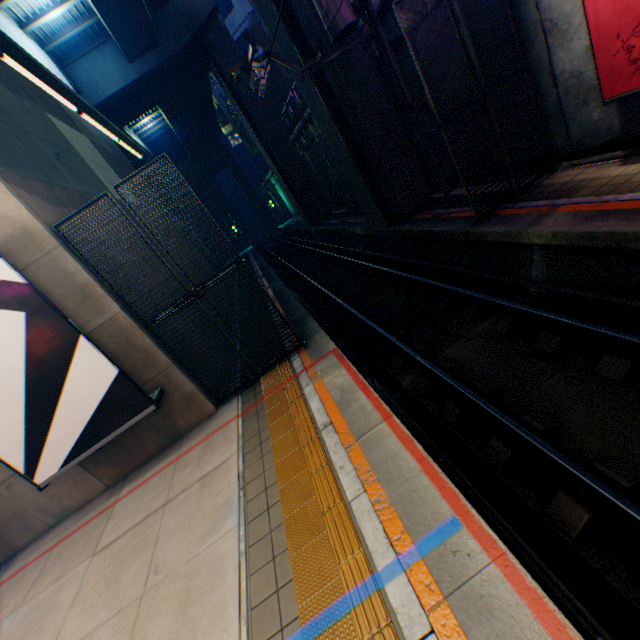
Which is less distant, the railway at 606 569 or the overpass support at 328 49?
the railway at 606 569

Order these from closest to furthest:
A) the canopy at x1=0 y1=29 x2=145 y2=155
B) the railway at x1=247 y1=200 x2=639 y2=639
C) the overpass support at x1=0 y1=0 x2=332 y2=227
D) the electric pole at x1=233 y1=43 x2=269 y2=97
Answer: the railway at x1=247 y1=200 x2=639 y2=639, the canopy at x1=0 y1=29 x2=145 y2=155, the electric pole at x1=233 y1=43 x2=269 y2=97, the overpass support at x1=0 y1=0 x2=332 y2=227

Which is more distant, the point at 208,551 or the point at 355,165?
the point at 355,165

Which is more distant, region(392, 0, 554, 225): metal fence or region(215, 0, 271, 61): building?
region(215, 0, 271, 61): building

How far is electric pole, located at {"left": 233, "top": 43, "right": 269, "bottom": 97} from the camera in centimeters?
788cm

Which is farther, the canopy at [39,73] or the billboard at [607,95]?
the billboard at [607,95]

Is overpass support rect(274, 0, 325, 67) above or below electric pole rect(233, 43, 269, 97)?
above

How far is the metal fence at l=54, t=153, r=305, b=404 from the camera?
6.0 meters
